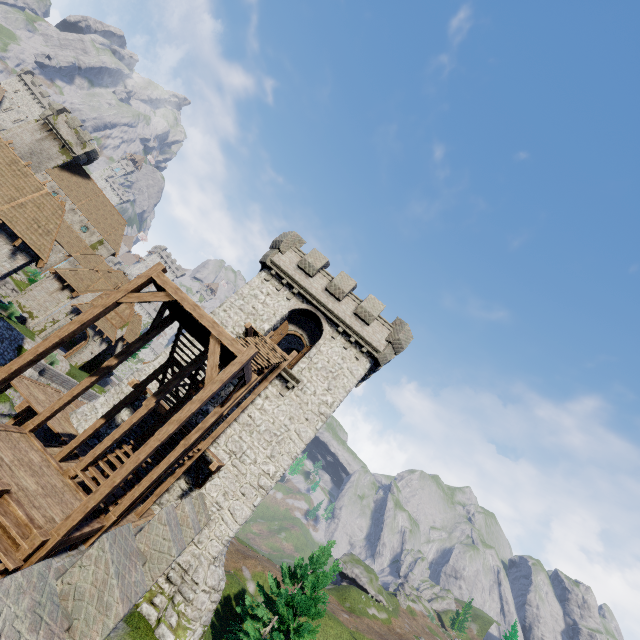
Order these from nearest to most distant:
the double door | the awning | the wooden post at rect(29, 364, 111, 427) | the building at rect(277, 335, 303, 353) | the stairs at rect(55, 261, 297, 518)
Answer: the stairs at rect(55, 261, 297, 518) → the wooden post at rect(29, 364, 111, 427) → the building at rect(277, 335, 303, 353) → the double door → the awning

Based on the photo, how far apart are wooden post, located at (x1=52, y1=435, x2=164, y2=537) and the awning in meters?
36.5 m

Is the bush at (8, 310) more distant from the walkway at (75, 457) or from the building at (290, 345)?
the building at (290, 345)

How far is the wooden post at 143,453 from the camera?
6.9 meters

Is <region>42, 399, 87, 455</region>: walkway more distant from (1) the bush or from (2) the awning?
(1) the bush

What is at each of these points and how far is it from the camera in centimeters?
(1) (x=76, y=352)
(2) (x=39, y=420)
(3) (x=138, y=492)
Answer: (1) double door, 3741cm
(2) wooden post, 1011cm
(3) wooden post, 980cm

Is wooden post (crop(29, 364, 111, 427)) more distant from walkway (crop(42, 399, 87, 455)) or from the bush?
the bush

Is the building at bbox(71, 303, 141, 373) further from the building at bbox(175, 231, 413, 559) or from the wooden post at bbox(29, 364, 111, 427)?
the wooden post at bbox(29, 364, 111, 427)
